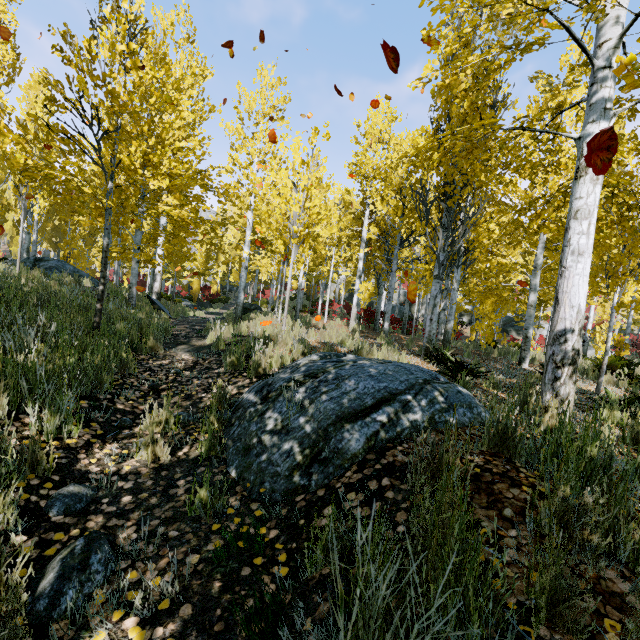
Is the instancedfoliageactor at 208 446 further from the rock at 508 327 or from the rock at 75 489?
the rock at 75 489

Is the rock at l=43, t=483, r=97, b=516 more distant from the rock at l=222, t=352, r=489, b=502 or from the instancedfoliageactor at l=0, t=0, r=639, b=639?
the rock at l=222, t=352, r=489, b=502

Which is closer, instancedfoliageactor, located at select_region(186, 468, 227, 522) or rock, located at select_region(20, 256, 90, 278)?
instancedfoliageactor, located at select_region(186, 468, 227, 522)

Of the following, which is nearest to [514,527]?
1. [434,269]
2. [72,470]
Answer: [72,470]

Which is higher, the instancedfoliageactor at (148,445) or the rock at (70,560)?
the instancedfoliageactor at (148,445)

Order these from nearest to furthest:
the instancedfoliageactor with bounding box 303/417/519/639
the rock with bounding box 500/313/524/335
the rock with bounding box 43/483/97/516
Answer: the instancedfoliageactor with bounding box 303/417/519/639
the rock with bounding box 43/483/97/516
the rock with bounding box 500/313/524/335

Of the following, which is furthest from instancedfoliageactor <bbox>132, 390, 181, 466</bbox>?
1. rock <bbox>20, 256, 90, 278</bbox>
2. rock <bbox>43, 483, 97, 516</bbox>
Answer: rock <bbox>43, 483, 97, 516</bbox>
